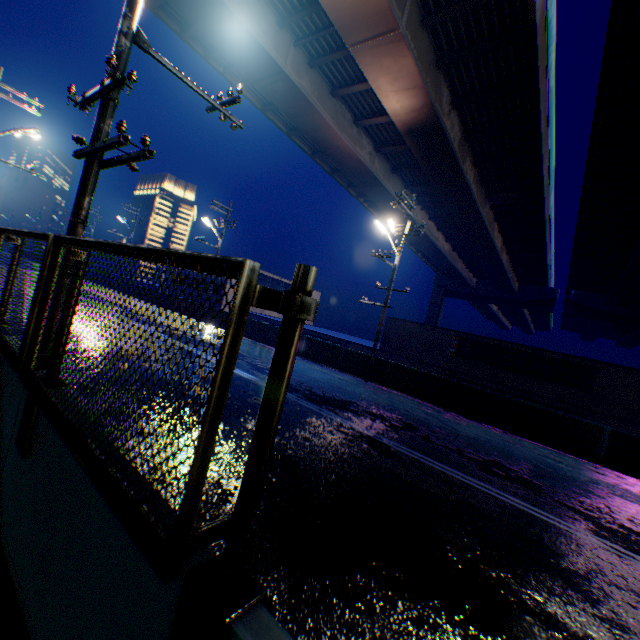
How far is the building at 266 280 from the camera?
46.34m

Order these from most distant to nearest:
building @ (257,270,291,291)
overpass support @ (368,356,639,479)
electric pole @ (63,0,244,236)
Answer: building @ (257,270,291,291), overpass support @ (368,356,639,479), electric pole @ (63,0,244,236)

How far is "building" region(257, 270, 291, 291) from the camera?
46.3 meters

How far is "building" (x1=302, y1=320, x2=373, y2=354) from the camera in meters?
29.0 m

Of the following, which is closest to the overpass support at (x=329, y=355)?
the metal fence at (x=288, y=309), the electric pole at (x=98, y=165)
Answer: the metal fence at (x=288, y=309)

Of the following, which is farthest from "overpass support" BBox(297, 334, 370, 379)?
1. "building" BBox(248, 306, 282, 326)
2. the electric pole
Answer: "building" BBox(248, 306, 282, 326)

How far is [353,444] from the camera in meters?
7.0

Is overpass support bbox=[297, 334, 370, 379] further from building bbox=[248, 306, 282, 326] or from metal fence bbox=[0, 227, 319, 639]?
building bbox=[248, 306, 282, 326]
